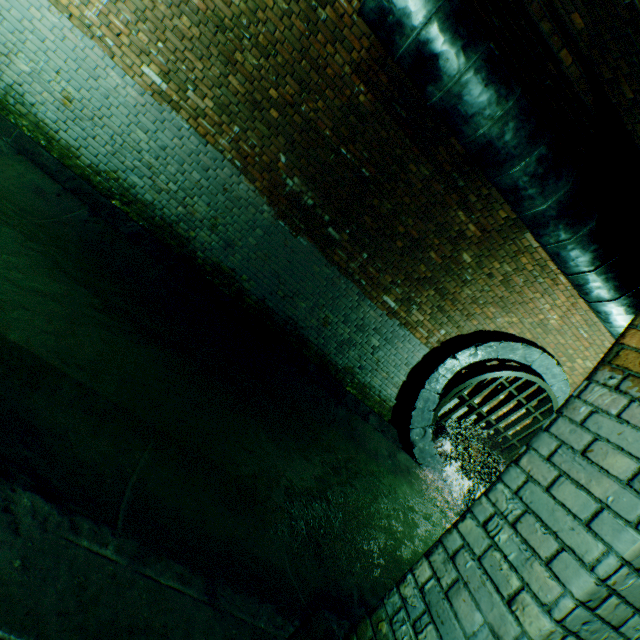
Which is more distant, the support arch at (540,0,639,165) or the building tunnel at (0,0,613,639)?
the support arch at (540,0,639,165)

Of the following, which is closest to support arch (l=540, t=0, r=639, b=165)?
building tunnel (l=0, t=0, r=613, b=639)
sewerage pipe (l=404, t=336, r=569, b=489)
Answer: building tunnel (l=0, t=0, r=613, b=639)

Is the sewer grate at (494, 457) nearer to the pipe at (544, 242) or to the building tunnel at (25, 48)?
the building tunnel at (25, 48)

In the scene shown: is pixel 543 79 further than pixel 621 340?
Yes

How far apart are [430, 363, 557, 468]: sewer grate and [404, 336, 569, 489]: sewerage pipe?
0.0 meters

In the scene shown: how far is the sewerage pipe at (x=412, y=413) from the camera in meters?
6.1 m

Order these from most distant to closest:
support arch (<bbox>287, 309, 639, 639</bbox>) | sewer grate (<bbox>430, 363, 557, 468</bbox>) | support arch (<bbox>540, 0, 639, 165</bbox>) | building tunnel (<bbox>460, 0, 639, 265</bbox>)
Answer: sewer grate (<bbox>430, 363, 557, 468</bbox>)
building tunnel (<bbox>460, 0, 639, 265</bbox>)
support arch (<bbox>540, 0, 639, 165</bbox>)
support arch (<bbox>287, 309, 639, 639</bbox>)

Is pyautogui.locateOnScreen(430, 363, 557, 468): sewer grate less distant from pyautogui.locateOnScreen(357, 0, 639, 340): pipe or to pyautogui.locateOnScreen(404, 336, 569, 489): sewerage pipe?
pyautogui.locateOnScreen(404, 336, 569, 489): sewerage pipe
